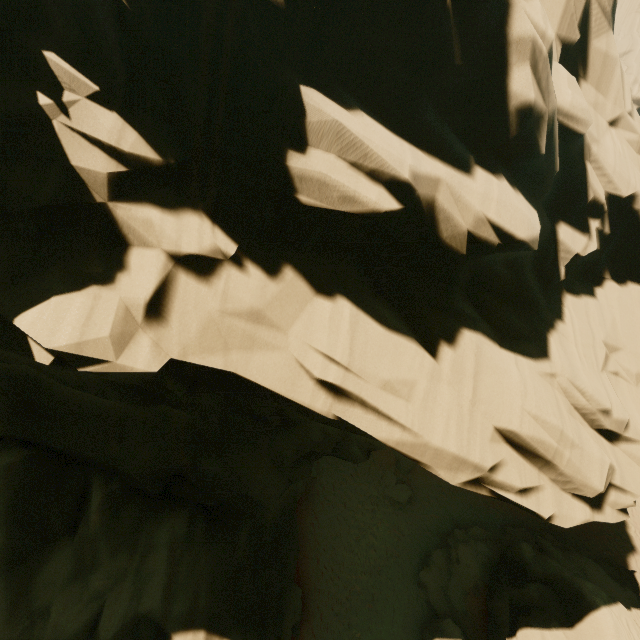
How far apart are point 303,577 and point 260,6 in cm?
2060

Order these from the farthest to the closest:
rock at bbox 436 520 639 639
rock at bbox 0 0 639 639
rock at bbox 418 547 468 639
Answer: rock at bbox 418 547 468 639
rock at bbox 436 520 639 639
rock at bbox 0 0 639 639

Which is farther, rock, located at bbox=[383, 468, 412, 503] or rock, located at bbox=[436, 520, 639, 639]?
rock, located at bbox=[383, 468, 412, 503]

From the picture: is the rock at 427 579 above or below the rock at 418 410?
below

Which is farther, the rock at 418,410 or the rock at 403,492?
the rock at 403,492

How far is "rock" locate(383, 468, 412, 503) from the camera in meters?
20.9 m
